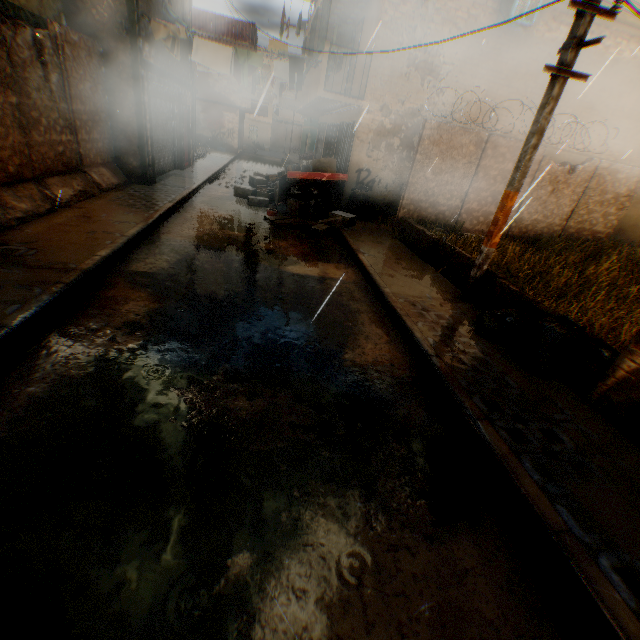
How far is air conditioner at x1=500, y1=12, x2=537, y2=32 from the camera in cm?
921

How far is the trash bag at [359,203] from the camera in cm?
1125

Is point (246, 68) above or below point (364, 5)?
below

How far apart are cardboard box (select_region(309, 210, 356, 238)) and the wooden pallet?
0.2 meters

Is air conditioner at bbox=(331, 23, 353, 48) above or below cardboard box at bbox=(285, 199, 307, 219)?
above

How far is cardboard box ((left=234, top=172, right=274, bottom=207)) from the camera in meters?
11.4

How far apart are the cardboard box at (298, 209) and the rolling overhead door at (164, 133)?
0.1m
